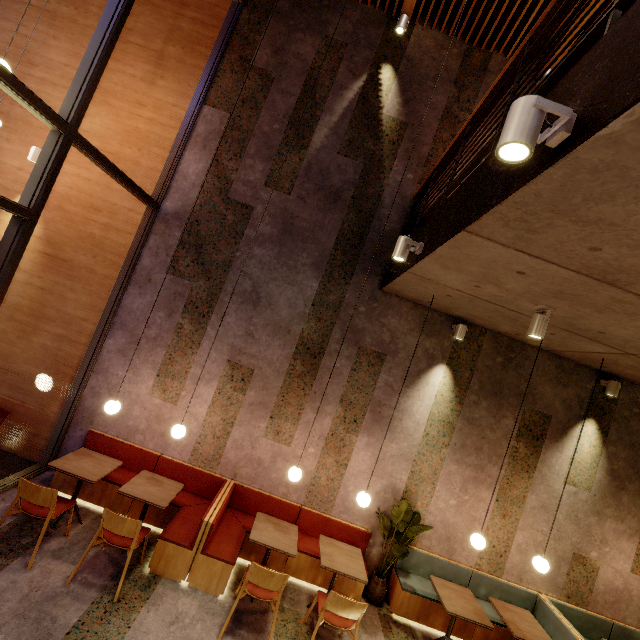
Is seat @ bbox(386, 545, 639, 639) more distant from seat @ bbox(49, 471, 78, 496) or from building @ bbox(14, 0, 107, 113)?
seat @ bbox(49, 471, 78, 496)

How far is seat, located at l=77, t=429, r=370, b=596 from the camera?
4.00m

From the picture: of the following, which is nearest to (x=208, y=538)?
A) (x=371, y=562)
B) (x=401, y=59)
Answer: (x=371, y=562)

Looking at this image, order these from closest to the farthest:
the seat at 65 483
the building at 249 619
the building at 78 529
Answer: the building at 78 529 → the building at 249 619 → the seat at 65 483

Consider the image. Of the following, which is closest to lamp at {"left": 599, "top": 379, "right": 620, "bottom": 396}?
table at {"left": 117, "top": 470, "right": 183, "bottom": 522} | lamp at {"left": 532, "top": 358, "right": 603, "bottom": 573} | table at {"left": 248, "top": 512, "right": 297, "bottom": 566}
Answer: lamp at {"left": 532, "top": 358, "right": 603, "bottom": 573}

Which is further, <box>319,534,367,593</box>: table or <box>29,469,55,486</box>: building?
<box>29,469,55,486</box>: building

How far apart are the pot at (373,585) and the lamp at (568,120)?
5.76m

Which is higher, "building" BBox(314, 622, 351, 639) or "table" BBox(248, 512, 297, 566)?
"table" BBox(248, 512, 297, 566)
